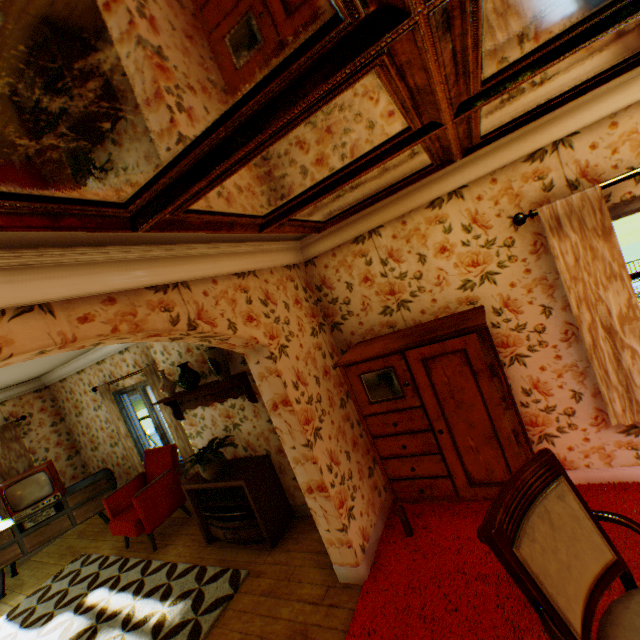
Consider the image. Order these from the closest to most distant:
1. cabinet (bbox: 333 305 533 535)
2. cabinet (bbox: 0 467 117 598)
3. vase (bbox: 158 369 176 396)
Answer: cabinet (bbox: 333 305 533 535) < vase (bbox: 158 369 176 396) < cabinet (bbox: 0 467 117 598)

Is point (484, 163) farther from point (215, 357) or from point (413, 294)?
point (215, 357)

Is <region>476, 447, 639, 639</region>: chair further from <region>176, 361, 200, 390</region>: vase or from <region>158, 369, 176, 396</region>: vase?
<region>158, 369, 176, 396</region>: vase

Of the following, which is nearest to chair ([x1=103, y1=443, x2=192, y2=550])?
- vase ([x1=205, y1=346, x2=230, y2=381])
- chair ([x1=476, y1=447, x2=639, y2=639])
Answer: vase ([x1=205, y1=346, x2=230, y2=381])

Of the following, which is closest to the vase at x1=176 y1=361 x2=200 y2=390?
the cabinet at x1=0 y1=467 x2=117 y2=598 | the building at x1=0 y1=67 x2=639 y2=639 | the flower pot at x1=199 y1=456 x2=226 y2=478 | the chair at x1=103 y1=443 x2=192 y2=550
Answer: the building at x1=0 y1=67 x2=639 y2=639

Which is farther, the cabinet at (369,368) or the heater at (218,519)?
the heater at (218,519)

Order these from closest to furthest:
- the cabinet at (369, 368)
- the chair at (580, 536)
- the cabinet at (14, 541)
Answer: the chair at (580, 536)
the cabinet at (369, 368)
the cabinet at (14, 541)

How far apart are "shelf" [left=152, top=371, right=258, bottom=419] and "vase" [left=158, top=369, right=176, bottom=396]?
0.1m
